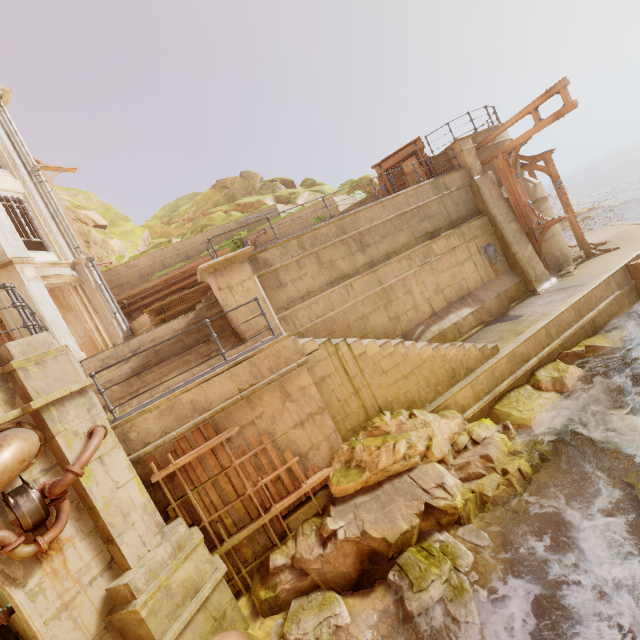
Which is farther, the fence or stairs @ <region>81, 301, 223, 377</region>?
stairs @ <region>81, 301, 223, 377</region>

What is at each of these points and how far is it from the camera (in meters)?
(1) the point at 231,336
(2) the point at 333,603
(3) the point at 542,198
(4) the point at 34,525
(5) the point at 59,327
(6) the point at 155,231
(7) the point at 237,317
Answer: (1) stairs, 9.33
(2) rubble, 5.64
(3) building, 13.87
(4) lamp, 4.32
(5) column, 12.34
(6) rock, 28.61
(7) pillar, 8.98

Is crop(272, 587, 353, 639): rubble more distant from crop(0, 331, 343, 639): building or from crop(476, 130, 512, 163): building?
crop(476, 130, 512, 163): building

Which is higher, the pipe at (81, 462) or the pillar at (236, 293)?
the pillar at (236, 293)

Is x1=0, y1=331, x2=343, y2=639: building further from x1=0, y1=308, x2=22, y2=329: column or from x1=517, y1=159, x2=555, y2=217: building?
x1=517, y1=159, x2=555, y2=217: building

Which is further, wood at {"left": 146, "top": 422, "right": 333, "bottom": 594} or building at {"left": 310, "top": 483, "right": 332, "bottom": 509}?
building at {"left": 310, "top": 483, "right": 332, "bottom": 509}

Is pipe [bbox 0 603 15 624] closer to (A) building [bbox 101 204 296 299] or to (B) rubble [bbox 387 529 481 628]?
(A) building [bbox 101 204 296 299]

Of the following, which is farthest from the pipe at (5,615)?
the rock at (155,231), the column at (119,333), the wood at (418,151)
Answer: the rock at (155,231)
